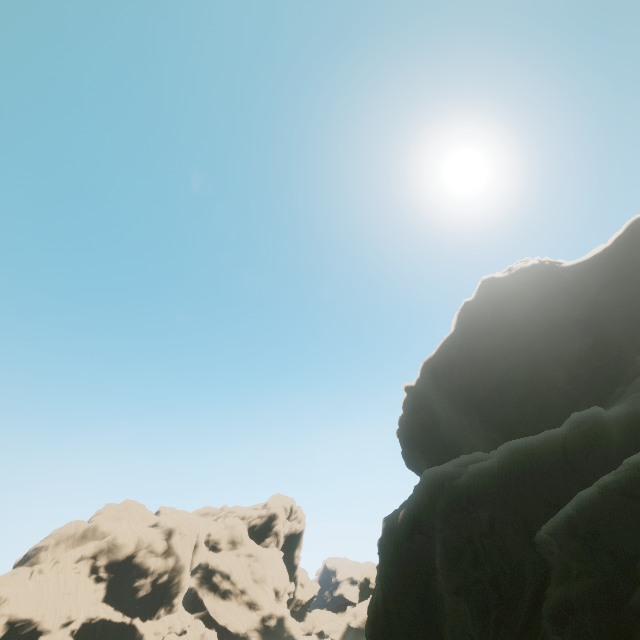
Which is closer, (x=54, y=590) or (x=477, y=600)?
(x=477, y=600)

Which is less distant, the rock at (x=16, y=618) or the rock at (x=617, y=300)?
the rock at (x=617, y=300)

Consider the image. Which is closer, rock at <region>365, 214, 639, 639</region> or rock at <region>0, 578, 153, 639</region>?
rock at <region>365, 214, 639, 639</region>
